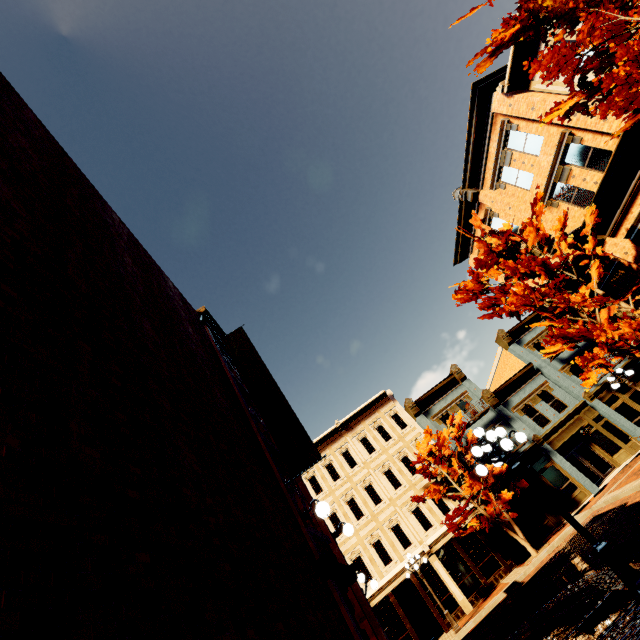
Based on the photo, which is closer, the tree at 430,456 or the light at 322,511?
the light at 322,511

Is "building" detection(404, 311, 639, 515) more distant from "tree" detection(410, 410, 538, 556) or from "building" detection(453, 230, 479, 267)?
"building" detection(453, 230, 479, 267)

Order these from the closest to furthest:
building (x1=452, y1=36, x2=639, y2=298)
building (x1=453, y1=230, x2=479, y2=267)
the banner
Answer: the banner → building (x1=452, y1=36, x2=639, y2=298) → building (x1=453, y1=230, x2=479, y2=267)

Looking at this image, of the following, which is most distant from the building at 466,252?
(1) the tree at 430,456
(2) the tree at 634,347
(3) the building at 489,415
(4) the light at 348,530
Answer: (4) the light at 348,530

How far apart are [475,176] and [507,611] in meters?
21.3

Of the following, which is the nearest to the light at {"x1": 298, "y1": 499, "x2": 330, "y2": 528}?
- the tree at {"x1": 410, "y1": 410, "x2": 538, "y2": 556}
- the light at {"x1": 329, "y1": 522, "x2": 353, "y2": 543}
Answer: the light at {"x1": 329, "y1": 522, "x2": 353, "y2": 543}

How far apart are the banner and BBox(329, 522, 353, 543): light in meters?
2.9 m

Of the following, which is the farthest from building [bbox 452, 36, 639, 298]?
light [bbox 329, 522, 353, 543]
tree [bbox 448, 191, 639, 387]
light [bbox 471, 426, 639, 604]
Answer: light [bbox 329, 522, 353, 543]
